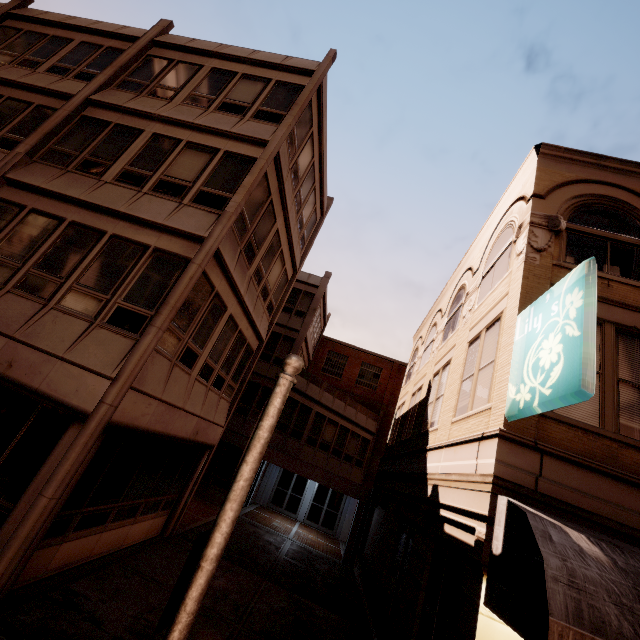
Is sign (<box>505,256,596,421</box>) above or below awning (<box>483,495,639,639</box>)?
above

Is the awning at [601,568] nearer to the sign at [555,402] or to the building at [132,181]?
the building at [132,181]

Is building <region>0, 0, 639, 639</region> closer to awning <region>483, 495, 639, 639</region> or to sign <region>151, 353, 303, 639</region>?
awning <region>483, 495, 639, 639</region>

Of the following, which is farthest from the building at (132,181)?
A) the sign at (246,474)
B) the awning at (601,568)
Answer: the sign at (246,474)

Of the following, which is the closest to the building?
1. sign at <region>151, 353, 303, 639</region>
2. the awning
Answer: the awning

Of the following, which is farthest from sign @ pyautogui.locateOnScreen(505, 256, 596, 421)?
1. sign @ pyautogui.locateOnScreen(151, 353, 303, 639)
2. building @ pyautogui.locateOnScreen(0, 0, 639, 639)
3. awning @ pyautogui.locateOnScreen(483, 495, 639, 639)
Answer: sign @ pyautogui.locateOnScreen(151, 353, 303, 639)

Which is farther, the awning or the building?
the building

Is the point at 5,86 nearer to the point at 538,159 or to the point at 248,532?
the point at 538,159
